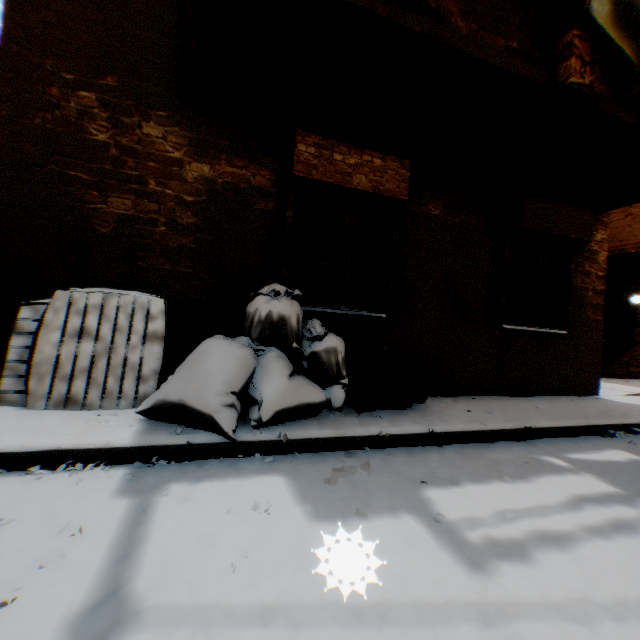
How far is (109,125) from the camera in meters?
3.6 m

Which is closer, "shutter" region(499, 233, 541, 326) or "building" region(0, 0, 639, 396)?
"building" region(0, 0, 639, 396)

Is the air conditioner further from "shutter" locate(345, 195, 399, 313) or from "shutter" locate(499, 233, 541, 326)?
"shutter" locate(345, 195, 399, 313)

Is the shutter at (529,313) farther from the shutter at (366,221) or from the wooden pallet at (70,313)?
the wooden pallet at (70,313)

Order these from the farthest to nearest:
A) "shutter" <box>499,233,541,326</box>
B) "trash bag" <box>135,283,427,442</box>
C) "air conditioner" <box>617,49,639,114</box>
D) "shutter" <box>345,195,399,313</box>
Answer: "shutter" <box>499,233,541,326</box> < "shutter" <box>345,195,399,313</box> < "air conditioner" <box>617,49,639,114</box> < "trash bag" <box>135,283,427,442</box>

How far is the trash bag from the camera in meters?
2.8 m

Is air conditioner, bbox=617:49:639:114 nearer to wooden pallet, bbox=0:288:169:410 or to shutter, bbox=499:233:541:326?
shutter, bbox=499:233:541:326

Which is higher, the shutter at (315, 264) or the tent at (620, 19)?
the tent at (620, 19)
